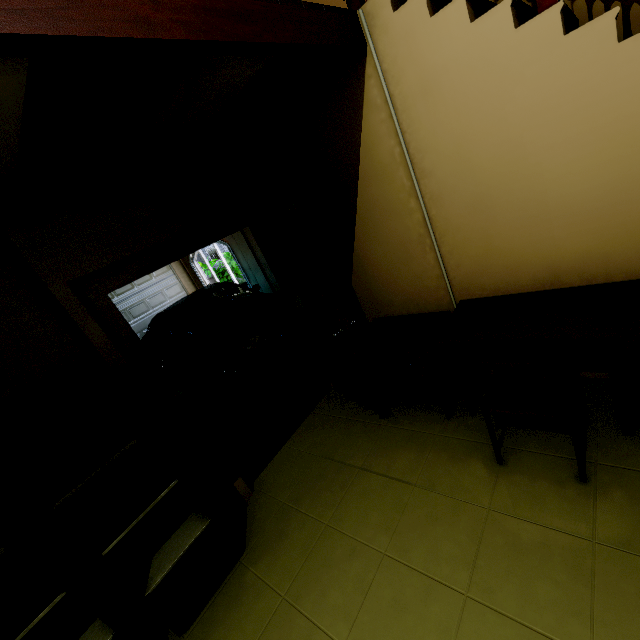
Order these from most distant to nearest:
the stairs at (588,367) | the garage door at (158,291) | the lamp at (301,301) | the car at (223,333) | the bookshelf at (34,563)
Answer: the garage door at (158,291)
the car at (223,333)
the lamp at (301,301)
the stairs at (588,367)
the bookshelf at (34,563)

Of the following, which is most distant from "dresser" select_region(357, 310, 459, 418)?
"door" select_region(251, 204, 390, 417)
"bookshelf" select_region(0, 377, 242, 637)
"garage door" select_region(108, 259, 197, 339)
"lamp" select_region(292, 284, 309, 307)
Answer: "garage door" select_region(108, 259, 197, 339)

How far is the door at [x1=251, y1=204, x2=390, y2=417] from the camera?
2.55m

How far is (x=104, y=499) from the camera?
2.10m

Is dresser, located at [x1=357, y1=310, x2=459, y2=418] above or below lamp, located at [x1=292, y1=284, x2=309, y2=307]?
below

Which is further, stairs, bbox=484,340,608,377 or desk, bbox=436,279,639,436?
stairs, bbox=484,340,608,377

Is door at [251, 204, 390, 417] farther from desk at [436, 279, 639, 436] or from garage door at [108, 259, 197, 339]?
garage door at [108, 259, 197, 339]

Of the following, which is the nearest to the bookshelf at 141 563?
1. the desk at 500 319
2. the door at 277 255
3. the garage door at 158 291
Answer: the door at 277 255
